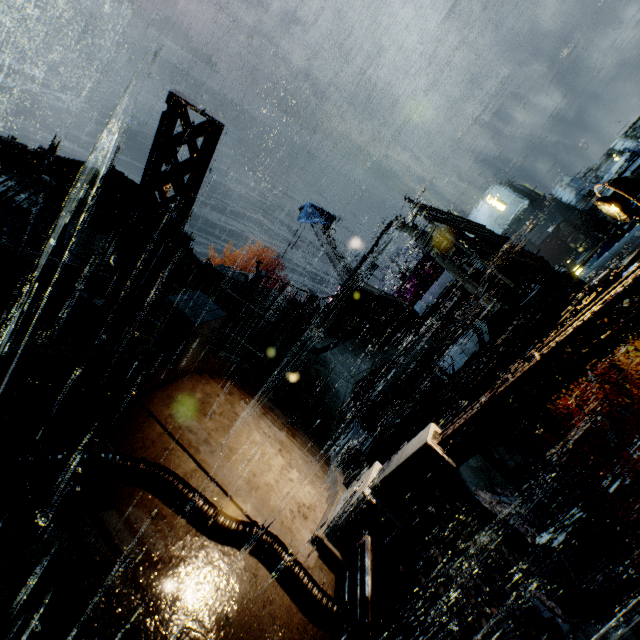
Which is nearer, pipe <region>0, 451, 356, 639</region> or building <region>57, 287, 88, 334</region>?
pipe <region>0, 451, 356, 639</region>

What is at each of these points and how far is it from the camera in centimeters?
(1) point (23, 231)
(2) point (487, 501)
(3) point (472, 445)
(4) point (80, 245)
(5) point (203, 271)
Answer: (1) scaffolding, 697cm
(2) leaves, 1537cm
(3) street light, 469cm
(4) building, 1370cm
(5) trash bag, 1593cm

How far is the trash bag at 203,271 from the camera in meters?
15.9 m

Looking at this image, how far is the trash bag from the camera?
15.88m

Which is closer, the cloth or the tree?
the tree

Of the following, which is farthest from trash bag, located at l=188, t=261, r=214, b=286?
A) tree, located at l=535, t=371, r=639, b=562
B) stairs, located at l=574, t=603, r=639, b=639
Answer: stairs, located at l=574, t=603, r=639, b=639

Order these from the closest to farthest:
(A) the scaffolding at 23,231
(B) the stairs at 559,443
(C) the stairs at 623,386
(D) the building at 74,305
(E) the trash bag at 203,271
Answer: (A) the scaffolding at 23,231 → (D) the building at 74,305 → (E) the trash bag at 203,271 → (B) the stairs at 559,443 → (C) the stairs at 623,386

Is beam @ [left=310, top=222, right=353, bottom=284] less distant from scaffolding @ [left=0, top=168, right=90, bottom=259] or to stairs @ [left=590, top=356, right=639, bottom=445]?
stairs @ [left=590, top=356, right=639, bottom=445]
